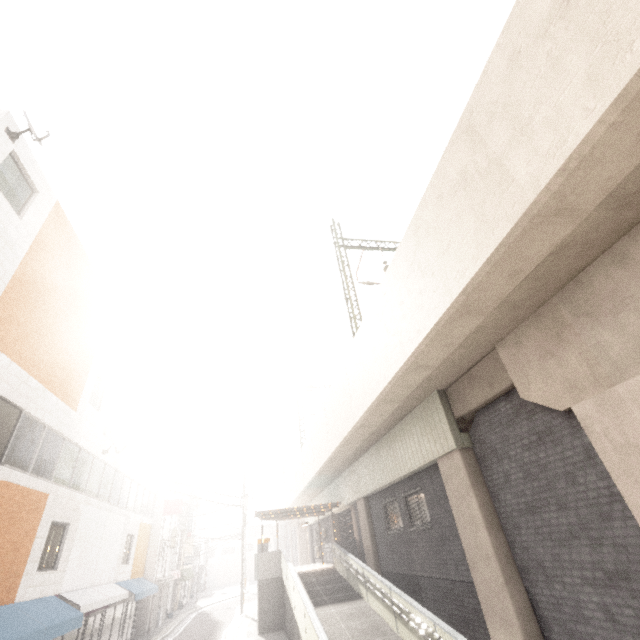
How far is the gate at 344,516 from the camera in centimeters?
2146cm

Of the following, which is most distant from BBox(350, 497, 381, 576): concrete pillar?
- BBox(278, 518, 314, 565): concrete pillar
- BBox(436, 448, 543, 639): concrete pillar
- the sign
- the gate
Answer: BBox(278, 518, 314, 565): concrete pillar

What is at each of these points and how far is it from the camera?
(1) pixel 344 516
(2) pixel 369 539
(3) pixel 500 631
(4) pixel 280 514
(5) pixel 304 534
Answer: (1) gate, 23.1 meters
(2) concrete pillar, 16.3 meters
(3) concrete pillar, 7.7 meters
(4) exterior awning, 19.9 meters
(5) concrete pillar, 41.1 meters

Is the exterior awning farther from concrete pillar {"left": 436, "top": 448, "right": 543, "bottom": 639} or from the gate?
concrete pillar {"left": 436, "top": 448, "right": 543, "bottom": 639}

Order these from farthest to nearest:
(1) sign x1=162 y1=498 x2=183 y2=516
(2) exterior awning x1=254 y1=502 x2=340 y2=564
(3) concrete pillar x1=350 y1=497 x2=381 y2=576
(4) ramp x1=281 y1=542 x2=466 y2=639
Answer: (1) sign x1=162 y1=498 x2=183 y2=516 → (2) exterior awning x1=254 y1=502 x2=340 y2=564 → (3) concrete pillar x1=350 y1=497 x2=381 y2=576 → (4) ramp x1=281 y1=542 x2=466 y2=639

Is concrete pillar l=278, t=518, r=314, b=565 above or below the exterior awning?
below

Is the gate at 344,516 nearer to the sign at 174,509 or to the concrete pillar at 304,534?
the sign at 174,509

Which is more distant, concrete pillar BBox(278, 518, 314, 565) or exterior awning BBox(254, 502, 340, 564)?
concrete pillar BBox(278, 518, 314, 565)
